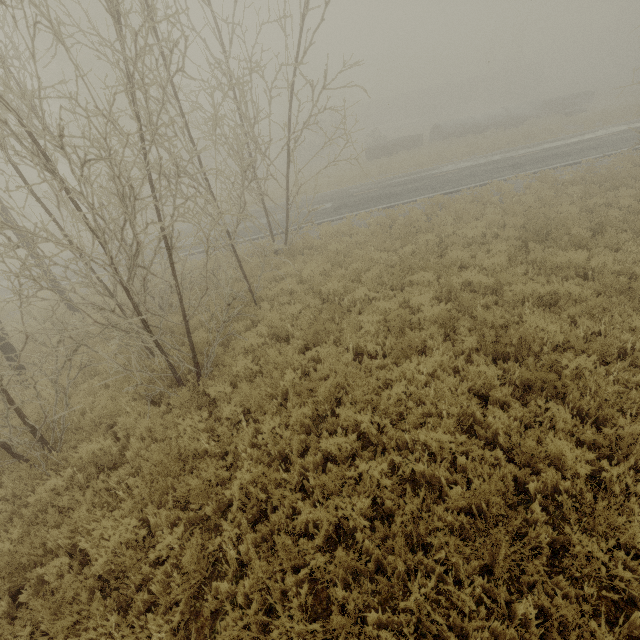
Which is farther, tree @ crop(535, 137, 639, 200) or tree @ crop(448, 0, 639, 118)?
tree @ crop(448, 0, 639, 118)

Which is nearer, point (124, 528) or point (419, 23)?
point (124, 528)

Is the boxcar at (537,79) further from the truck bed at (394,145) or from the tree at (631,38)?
the truck bed at (394,145)

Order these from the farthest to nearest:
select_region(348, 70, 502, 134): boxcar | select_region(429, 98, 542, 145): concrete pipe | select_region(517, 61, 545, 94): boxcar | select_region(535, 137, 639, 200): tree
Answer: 1. select_region(517, 61, 545, 94): boxcar
2. select_region(348, 70, 502, 134): boxcar
3. select_region(429, 98, 542, 145): concrete pipe
4. select_region(535, 137, 639, 200): tree

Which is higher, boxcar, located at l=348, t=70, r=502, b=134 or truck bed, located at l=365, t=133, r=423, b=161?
boxcar, located at l=348, t=70, r=502, b=134

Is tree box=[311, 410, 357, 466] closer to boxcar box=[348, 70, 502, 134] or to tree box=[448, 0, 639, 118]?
tree box=[448, 0, 639, 118]

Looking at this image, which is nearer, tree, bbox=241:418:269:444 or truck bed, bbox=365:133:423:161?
tree, bbox=241:418:269:444

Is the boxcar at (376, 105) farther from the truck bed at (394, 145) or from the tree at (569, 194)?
the truck bed at (394, 145)
